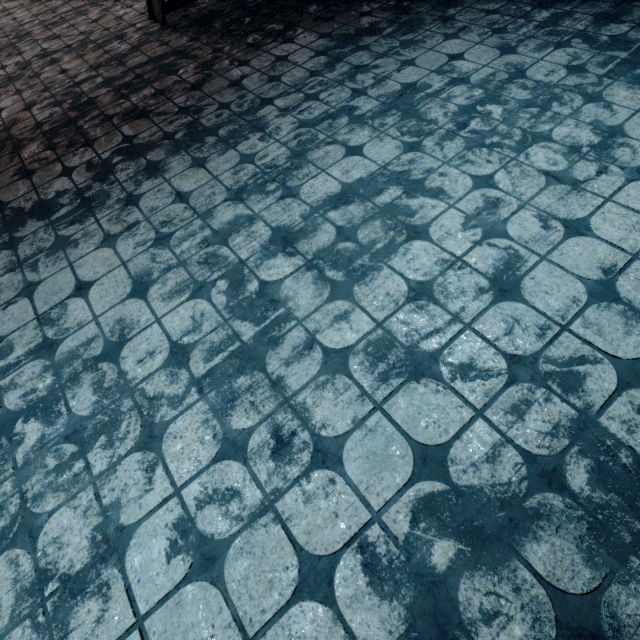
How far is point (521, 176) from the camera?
1.7m
